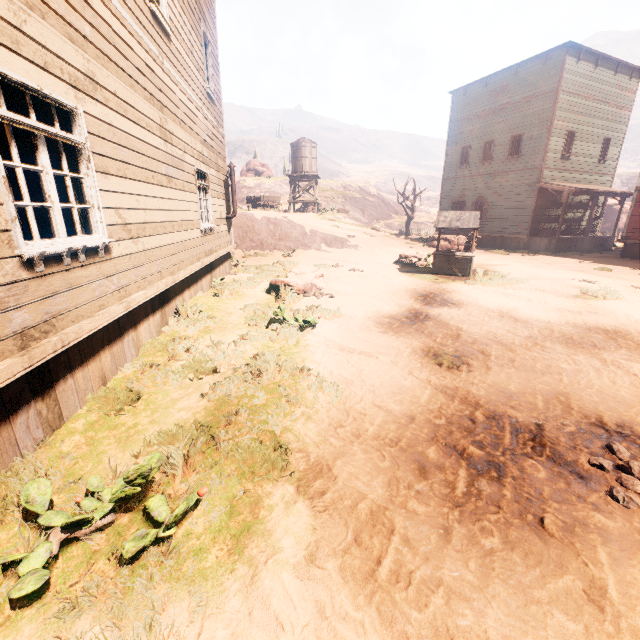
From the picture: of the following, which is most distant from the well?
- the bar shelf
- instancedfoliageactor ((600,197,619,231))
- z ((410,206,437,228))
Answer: instancedfoliageactor ((600,197,619,231))

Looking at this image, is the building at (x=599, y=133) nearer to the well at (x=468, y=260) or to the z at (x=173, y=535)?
the z at (x=173, y=535)

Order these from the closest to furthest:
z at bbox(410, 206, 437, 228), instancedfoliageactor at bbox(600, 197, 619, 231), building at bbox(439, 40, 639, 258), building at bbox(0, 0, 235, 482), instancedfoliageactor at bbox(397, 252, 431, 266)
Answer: building at bbox(0, 0, 235, 482)
instancedfoliageactor at bbox(397, 252, 431, 266)
building at bbox(439, 40, 639, 258)
instancedfoliageactor at bbox(600, 197, 619, 231)
z at bbox(410, 206, 437, 228)

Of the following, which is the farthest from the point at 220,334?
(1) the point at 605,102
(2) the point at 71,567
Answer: (1) the point at 605,102

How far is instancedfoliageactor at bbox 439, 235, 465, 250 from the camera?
21.7 meters

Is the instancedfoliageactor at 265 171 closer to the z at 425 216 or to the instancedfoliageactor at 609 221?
the z at 425 216

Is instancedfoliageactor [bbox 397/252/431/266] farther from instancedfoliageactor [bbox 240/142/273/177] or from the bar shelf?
instancedfoliageactor [bbox 240/142/273/177]

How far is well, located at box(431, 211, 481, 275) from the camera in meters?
11.7
